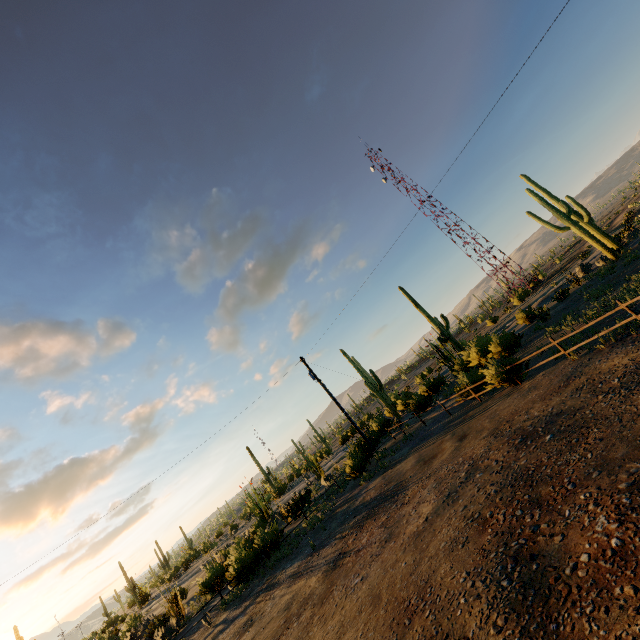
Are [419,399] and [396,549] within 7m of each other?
no
